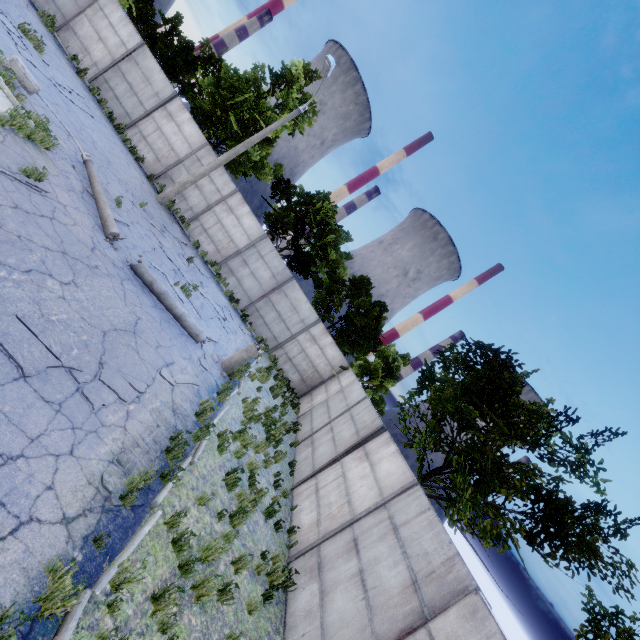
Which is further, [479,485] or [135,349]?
[479,485]

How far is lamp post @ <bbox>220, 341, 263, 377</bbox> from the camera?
11.06m

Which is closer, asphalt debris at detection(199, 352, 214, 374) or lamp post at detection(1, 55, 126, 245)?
lamp post at detection(1, 55, 126, 245)

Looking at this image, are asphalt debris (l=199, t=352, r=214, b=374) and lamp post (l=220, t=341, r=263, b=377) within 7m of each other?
yes

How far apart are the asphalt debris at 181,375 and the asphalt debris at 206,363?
1.00m

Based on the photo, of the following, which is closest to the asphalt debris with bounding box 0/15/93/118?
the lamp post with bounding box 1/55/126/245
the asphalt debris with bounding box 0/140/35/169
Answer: the lamp post with bounding box 1/55/126/245

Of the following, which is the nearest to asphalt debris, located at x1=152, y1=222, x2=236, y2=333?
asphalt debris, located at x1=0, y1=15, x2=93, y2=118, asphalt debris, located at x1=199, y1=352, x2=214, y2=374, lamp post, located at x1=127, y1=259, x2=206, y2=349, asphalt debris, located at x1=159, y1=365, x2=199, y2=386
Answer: lamp post, located at x1=127, y1=259, x2=206, y2=349

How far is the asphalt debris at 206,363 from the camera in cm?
988
